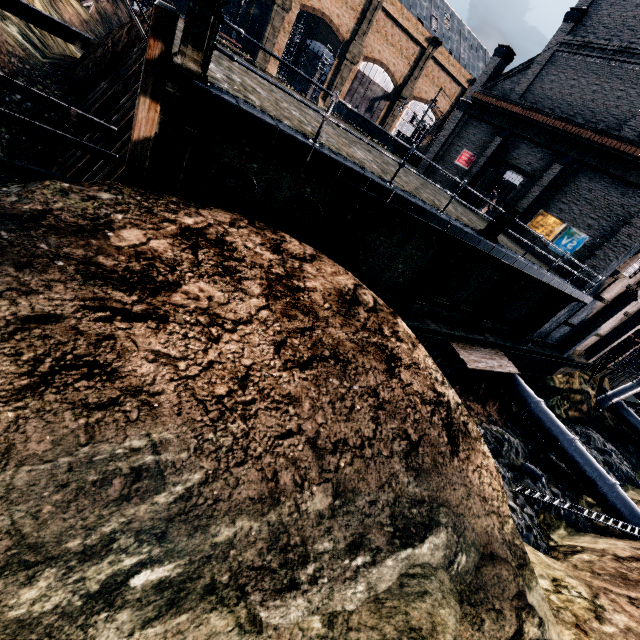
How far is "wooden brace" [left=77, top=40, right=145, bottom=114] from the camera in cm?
1716

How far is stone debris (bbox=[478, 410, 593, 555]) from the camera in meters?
15.3

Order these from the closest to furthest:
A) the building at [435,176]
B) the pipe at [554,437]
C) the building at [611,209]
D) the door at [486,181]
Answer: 1. the pipe at [554,437]
2. the building at [611,209]
3. the door at [486,181]
4. the building at [435,176]

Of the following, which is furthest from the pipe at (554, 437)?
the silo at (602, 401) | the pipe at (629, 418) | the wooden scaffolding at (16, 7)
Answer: the wooden scaffolding at (16, 7)

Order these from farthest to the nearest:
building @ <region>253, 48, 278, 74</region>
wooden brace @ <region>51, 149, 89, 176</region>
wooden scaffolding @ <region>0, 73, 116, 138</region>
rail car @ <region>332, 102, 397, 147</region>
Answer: building @ <region>253, 48, 278, 74</region> < rail car @ <region>332, 102, 397, 147</region> < wooden brace @ <region>51, 149, 89, 176</region> < wooden scaffolding @ <region>0, 73, 116, 138</region>

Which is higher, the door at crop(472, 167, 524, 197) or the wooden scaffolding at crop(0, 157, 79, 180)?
the door at crop(472, 167, 524, 197)

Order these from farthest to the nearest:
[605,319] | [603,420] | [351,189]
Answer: [603,420]
[605,319]
[351,189]

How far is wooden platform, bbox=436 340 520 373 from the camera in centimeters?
1753cm
